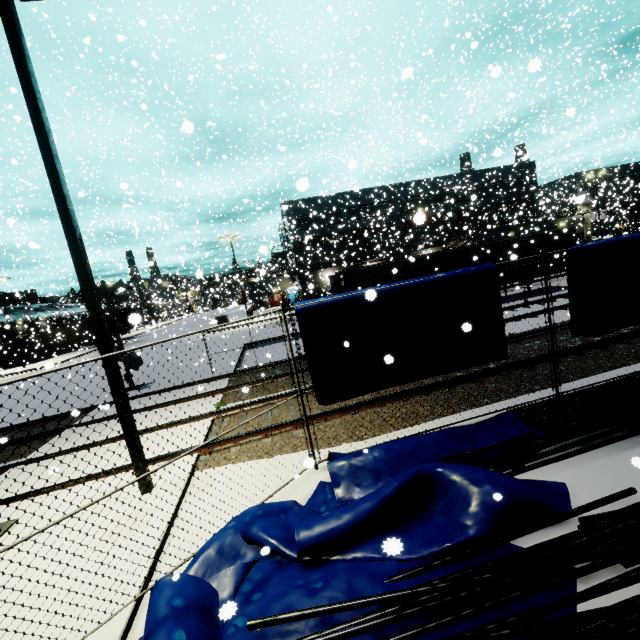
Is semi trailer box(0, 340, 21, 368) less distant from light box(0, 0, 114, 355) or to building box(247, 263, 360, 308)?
building box(247, 263, 360, 308)

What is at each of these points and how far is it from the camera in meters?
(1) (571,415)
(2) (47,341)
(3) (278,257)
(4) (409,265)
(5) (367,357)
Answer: (1) pipe, 5.9 m
(2) semi trailer, 42.5 m
(3) balcony, 50.4 m
(4) semi trailer, 19.3 m
(5) tarp, 5.9 m

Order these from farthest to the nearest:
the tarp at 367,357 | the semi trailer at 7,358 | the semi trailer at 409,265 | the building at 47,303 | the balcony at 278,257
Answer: the balcony at 278,257
the semi trailer at 7,358
the building at 47,303
the semi trailer at 409,265
the tarp at 367,357

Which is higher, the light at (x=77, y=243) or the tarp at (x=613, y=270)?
the light at (x=77, y=243)

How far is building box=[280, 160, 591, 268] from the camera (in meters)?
42.09

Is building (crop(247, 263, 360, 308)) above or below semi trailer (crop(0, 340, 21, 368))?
above

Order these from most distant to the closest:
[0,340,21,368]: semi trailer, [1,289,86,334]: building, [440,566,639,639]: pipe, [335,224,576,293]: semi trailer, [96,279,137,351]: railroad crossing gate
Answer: [0,340,21,368]: semi trailer < [1,289,86,334]: building < [335,224,576,293]: semi trailer < [96,279,137,351]: railroad crossing gate < [440,566,639,639]: pipe

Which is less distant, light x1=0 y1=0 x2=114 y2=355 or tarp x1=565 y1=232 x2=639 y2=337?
light x1=0 y1=0 x2=114 y2=355
